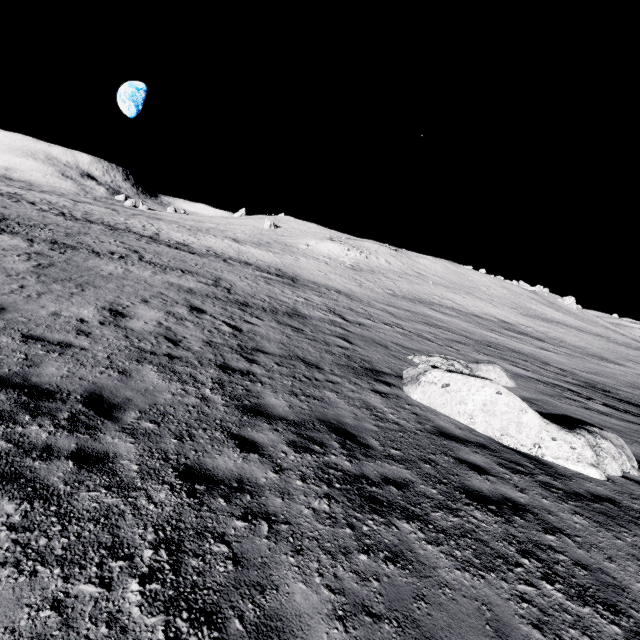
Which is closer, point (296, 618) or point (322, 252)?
point (296, 618)
